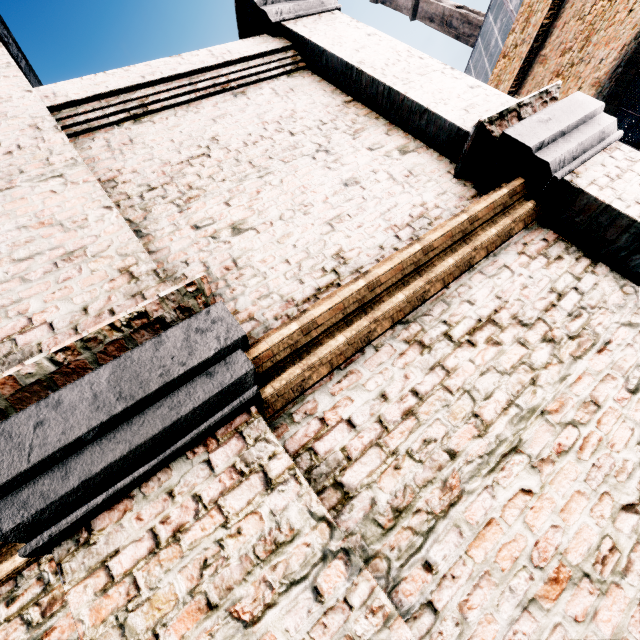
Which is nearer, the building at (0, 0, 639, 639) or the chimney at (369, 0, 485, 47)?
the building at (0, 0, 639, 639)

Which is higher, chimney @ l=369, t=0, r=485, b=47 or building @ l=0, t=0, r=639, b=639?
Result: chimney @ l=369, t=0, r=485, b=47

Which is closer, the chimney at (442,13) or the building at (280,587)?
the building at (280,587)

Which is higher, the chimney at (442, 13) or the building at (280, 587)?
the chimney at (442, 13)

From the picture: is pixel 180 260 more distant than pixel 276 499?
Yes
